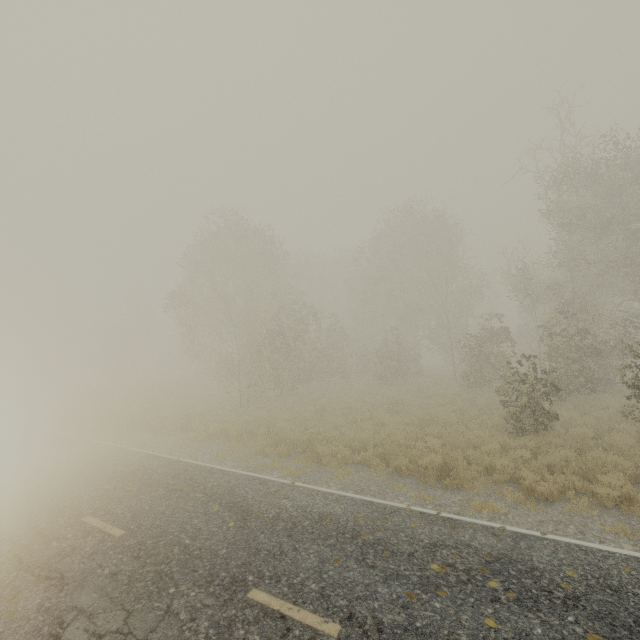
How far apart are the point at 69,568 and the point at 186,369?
35.7 meters
